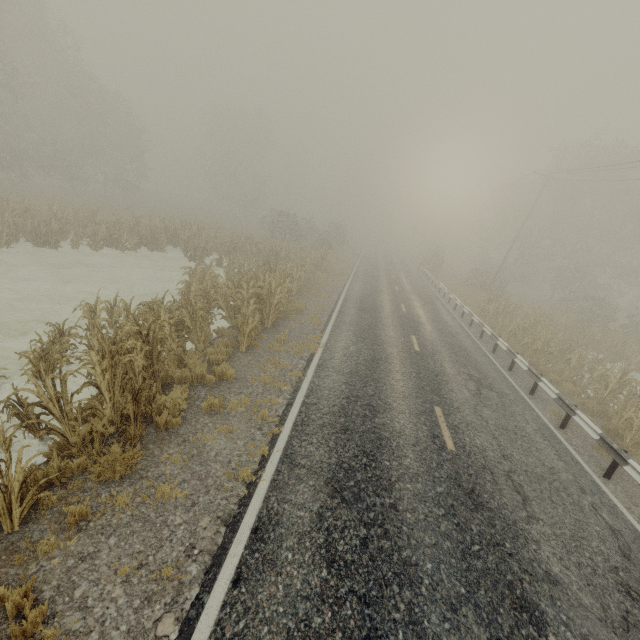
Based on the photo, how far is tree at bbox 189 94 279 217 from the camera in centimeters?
4991cm

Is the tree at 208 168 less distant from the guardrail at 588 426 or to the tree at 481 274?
the guardrail at 588 426

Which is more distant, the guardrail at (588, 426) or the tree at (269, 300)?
the guardrail at (588, 426)

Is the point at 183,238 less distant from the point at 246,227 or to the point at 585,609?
the point at 246,227

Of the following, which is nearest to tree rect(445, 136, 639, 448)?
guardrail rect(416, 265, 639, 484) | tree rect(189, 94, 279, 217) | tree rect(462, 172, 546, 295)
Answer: guardrail rect(416, 265, 639, 484)

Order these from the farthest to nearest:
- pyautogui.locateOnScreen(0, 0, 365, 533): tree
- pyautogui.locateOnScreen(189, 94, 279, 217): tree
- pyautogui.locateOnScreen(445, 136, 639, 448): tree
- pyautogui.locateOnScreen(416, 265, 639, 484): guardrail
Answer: pyautogui.locateOnScreen(189, 94, 279, 217): tree, pyautogui.locateOnScreen(445, 136, 639, 448): tree, pyautogui.locateOnScreen(416, 265, 639, 484): guardrail, pyautogui.locateOnScreen(0, 0, 365, 533): tree

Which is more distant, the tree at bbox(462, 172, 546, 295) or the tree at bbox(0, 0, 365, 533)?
the tree at bbox(462, 172, 546, 295)

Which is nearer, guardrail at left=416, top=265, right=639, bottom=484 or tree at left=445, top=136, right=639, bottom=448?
guardrail at left=416, top=265, right=639, bottom=484
